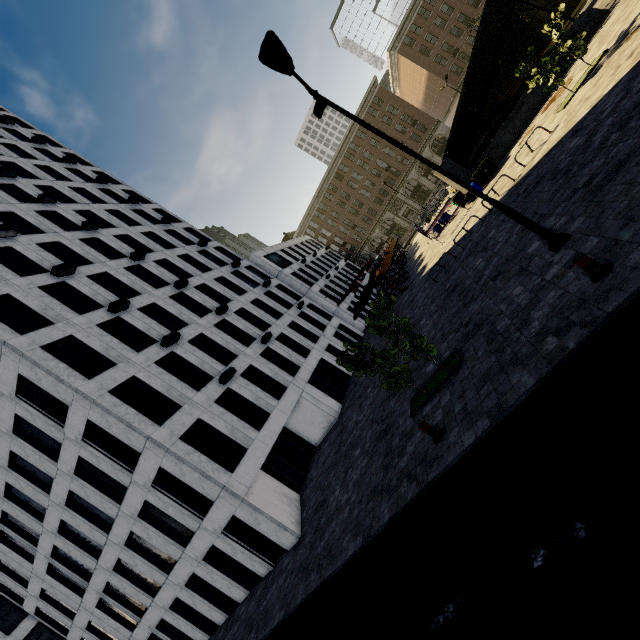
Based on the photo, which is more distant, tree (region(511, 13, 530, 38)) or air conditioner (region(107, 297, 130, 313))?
tree (region(511, 13, 530, 38))

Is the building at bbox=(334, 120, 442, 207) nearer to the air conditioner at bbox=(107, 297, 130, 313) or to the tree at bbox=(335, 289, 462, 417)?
the tree at bbox=(335, 289, 462, 417)

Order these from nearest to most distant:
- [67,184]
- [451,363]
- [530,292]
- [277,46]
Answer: [277,46], [530,292], [451,363], [67,184]

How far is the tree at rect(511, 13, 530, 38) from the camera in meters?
26.7 m

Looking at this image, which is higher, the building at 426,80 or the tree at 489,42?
the building at 426,80

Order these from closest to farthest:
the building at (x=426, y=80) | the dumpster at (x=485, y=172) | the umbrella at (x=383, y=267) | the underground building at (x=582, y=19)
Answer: the underground building at (x=582, y=19) → the dumpster at (x=485, y=172) → the umbrella at (x=383, y=267) → the building at (x=426, y=80)

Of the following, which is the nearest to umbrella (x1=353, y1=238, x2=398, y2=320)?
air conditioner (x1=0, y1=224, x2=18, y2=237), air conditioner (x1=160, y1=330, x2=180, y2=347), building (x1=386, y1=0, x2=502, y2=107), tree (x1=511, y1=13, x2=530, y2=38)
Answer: tree (x1=511, y1=13, x2=530, y2=38)

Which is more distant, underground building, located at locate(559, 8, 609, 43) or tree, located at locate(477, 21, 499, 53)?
tree, located at locate(477, 21, 499, 53)
